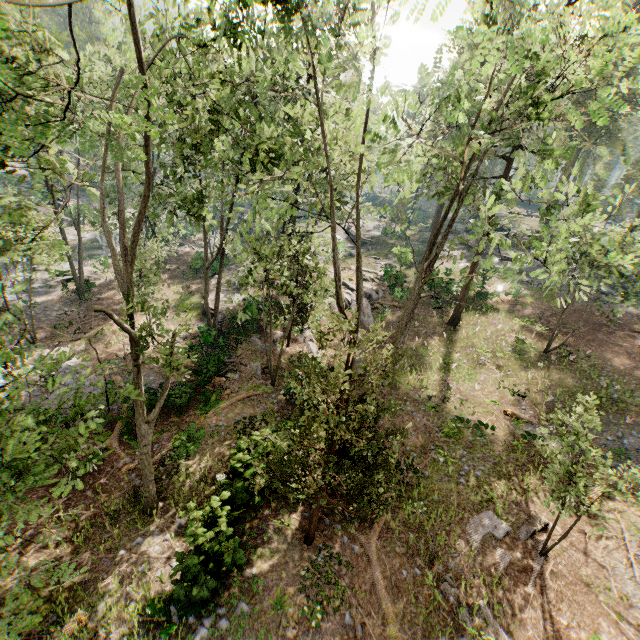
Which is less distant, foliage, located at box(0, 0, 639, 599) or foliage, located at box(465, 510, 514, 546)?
foliage, located at box(0, 0, 639, 599)

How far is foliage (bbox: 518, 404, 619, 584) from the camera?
9.7m

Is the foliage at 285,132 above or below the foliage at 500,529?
above

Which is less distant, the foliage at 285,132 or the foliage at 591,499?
the foliage at 285,132

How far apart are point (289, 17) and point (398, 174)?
3.8 meters

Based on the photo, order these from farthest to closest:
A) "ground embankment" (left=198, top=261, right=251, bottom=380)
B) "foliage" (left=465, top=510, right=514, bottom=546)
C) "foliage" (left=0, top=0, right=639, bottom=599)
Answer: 1. "ground embankment" (left=198, top=261, right=251, bottom=380)
2. "foliage" (left=465, top=510, right=514, bottom=546)
3. "foliage" (left=0, top=0, right=639, bottom=599)

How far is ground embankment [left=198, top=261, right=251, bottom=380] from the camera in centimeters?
1780cm
